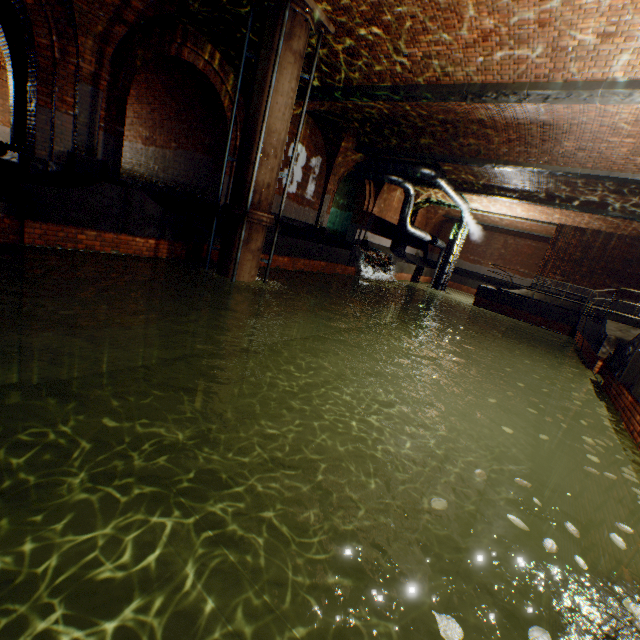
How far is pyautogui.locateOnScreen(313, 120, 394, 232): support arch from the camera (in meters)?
13.16

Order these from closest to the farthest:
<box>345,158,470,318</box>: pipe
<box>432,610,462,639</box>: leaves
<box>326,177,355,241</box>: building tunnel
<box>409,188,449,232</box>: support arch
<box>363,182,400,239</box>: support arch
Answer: <box>432,610,462,639</box>: leaves < <box>345,158,470,318</box>: pipe < <box>363,182,400,239</box>: support arch < <box>326,177,355,241</box>: building tunnel < <box>409,188,449,232</box>: support arch

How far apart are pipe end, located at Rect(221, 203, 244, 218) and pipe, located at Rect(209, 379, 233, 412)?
4.2 meters

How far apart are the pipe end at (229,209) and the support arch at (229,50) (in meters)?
3.67

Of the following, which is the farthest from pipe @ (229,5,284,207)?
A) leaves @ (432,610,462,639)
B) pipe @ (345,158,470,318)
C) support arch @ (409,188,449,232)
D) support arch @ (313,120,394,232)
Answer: support arch @ (409,188,449,232)

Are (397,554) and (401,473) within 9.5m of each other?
yes

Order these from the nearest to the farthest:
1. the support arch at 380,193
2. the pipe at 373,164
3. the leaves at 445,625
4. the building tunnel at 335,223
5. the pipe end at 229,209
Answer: the leaves at 445,625, the pipe end at 229,209, the pipe at 373,164, the support arch at 380,193, the building tunnel at 335,223

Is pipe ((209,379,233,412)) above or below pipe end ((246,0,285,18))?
below
